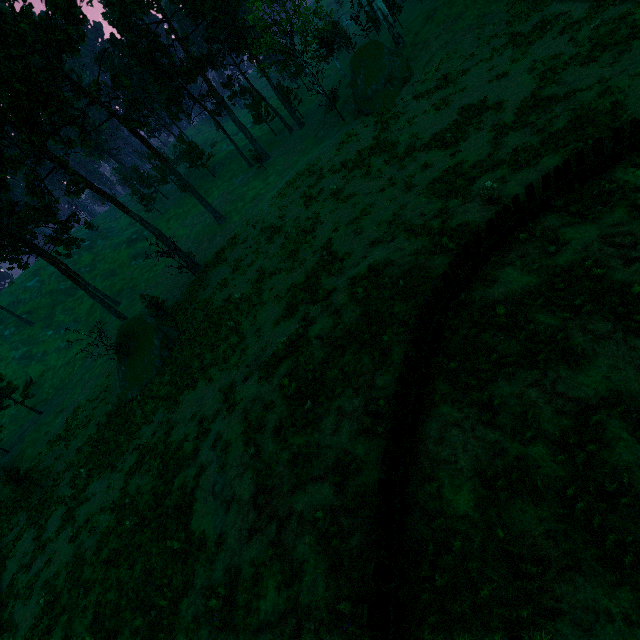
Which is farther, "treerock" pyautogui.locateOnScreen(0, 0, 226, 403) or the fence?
"treerock" pyautogui.locateOnScreen(0, 0, 226, 403)

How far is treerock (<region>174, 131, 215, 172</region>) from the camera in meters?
55.6

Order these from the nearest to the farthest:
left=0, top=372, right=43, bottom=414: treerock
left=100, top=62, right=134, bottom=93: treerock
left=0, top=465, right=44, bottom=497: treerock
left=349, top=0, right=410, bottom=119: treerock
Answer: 1. left=0, top=465, right=44, bottom=497: treerock
2. left=100, top=62, right=134, bottom=93: treerock
3. left=349, top=0, right=410, bottom=119: treerock
4. left=0, top=372, right=43, bottom=414: treerock

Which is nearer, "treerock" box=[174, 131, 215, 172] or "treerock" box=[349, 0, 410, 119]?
"treerock" box=[349, 0, 410, 119]

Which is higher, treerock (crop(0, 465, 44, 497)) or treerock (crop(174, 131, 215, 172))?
treerock (crop(174, 131, 215, 172))

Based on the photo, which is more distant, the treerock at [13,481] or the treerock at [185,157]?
the treerock at [185,157]

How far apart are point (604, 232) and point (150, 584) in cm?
1914

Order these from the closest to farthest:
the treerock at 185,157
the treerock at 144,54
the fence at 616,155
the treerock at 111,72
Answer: the fence at 616,155 → the treerock at 111,72 → the treerock at 144,54 → the treerock at 185,157
